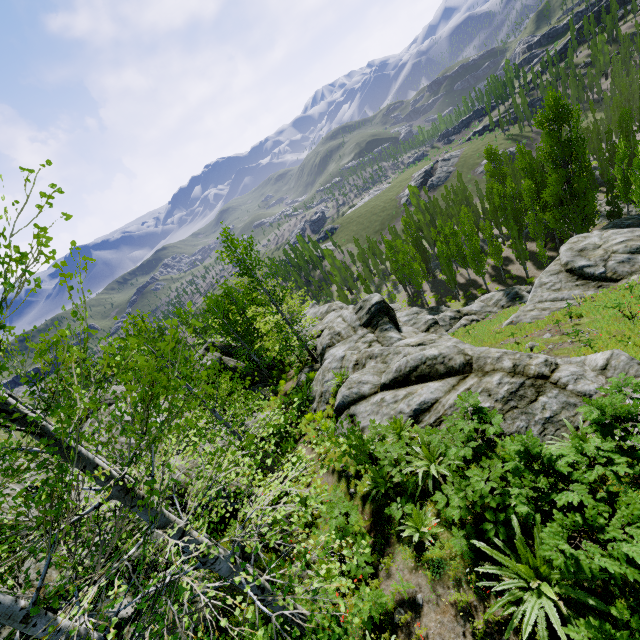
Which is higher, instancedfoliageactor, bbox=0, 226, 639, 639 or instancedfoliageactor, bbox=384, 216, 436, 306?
instancedfoliageactor, bbox=0, 226, 639, 639

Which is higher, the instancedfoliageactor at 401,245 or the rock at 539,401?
the rock at 539,401

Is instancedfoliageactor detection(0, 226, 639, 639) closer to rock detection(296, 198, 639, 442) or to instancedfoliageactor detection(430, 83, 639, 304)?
rock detection(296, 198, 639, 442)

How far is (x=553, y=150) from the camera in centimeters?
2917cm

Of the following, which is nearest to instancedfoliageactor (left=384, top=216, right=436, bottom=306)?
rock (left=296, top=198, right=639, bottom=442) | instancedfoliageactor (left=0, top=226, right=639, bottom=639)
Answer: rock (left=296, top=198, right=639, bottom=442)

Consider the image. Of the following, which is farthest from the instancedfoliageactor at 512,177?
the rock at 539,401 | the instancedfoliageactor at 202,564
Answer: the instancedfoliageactor at 202,564

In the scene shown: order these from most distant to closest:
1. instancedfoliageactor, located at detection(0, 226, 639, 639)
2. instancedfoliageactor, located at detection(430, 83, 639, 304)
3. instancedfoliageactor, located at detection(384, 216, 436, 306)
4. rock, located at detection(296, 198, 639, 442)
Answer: instancedfoliageactor, located at detection(384, 216, 436, 306), instancedfoliageactor, located at detection(430, 83, 639, 304), rock, located at detection(296, 198, 639, 442), instancedfoliageactor, located at detection(0, 226, 639, 639)

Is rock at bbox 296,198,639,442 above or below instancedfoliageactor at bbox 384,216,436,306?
above
